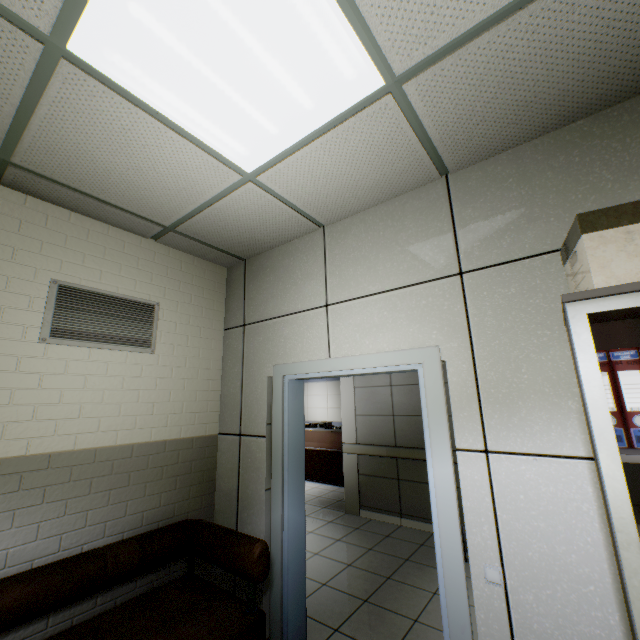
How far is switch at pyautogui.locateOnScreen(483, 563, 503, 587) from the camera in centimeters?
154cm

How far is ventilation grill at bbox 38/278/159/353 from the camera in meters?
2.2 m

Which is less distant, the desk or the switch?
the switch

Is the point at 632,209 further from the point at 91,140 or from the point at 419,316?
the point at 91,140

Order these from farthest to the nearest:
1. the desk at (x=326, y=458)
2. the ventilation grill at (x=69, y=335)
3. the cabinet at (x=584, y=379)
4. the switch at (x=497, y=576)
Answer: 1. the desk at (x=326, y=458)
2. the ventilation grill at (x=69, y=335)
3. the switch at (x=497, y=576)
4. the cabinet at (x=584, y=379)

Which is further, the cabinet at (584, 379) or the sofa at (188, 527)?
the sofa at (188, 527)

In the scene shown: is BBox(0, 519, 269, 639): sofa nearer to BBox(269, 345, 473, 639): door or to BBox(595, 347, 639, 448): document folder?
BBox(269, 345, 473, 639): door

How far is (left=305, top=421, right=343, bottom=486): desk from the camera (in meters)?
7.33
